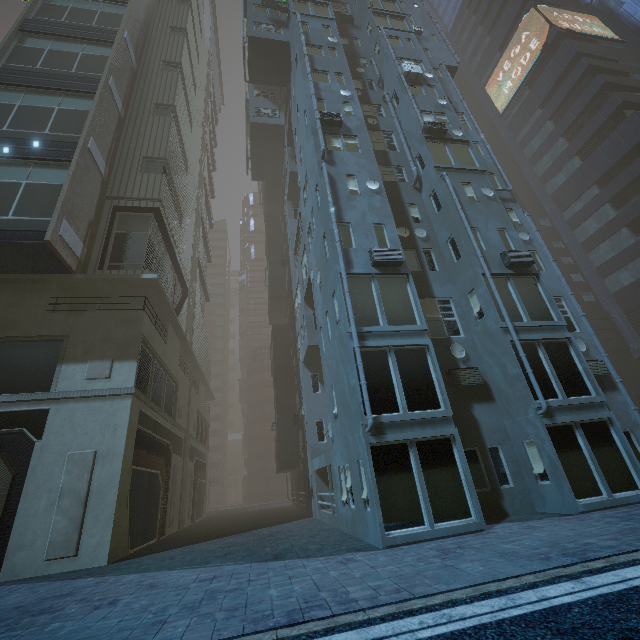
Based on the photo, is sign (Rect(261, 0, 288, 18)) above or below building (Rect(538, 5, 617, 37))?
below

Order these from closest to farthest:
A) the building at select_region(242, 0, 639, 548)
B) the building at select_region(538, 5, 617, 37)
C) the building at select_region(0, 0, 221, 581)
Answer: the building at select_region(242, 0, 639, 548), the building at select_region(0, 0, 221, 581), the building at select_region(538, 5, 617, 37)

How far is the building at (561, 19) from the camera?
33.8m

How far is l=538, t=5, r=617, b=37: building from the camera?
33.75m

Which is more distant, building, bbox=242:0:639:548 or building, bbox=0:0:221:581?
building, bbox=0:0:221:581

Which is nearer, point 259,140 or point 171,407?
point 171,407

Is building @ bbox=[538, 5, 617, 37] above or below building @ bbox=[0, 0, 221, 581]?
above

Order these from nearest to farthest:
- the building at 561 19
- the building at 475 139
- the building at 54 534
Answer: the building at 475 139 < the building at 54 534 < the building at 561 19
